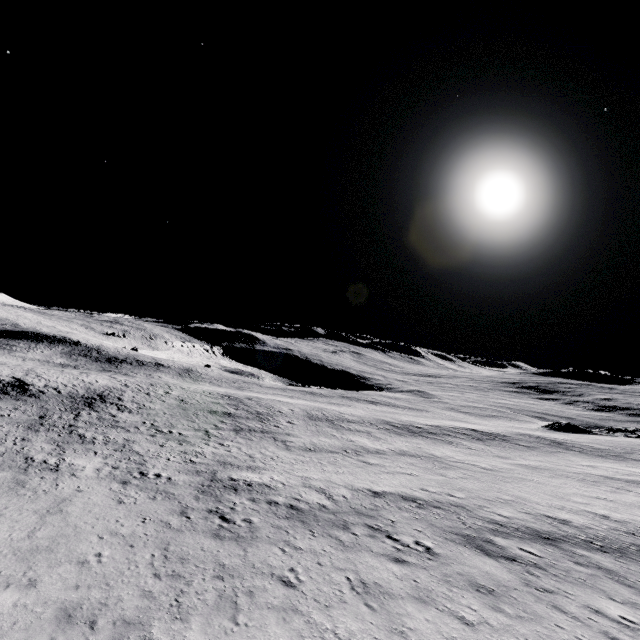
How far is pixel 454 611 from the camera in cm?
952
